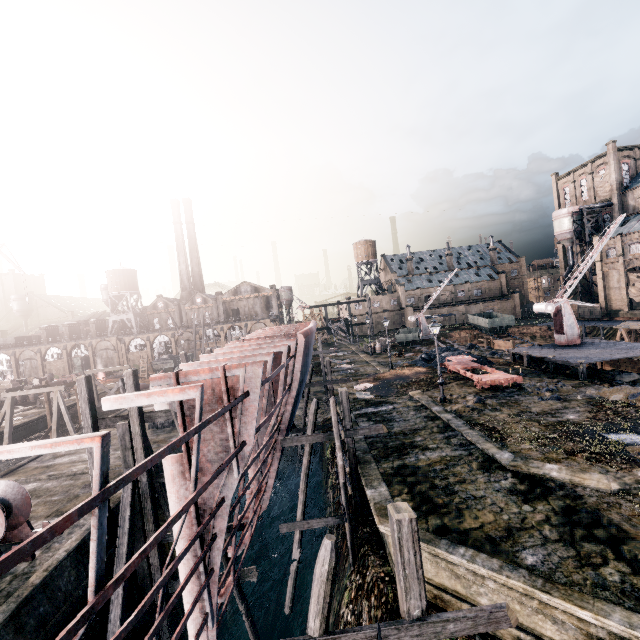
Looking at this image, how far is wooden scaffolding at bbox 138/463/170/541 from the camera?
13.9 meters

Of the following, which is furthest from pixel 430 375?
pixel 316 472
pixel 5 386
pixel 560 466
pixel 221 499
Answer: pixel 5 386

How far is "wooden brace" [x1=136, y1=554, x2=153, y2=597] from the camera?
13.9m

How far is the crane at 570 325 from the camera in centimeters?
3094cm

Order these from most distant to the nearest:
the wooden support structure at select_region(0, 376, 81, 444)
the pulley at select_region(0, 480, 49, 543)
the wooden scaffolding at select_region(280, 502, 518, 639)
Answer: the wooden support structure at select_region(0, 376, 81, 444) < the pulley at select_region(0, 480, 49, 543) < the wooden scaffolding at select_region(280, 502, 518, 639)

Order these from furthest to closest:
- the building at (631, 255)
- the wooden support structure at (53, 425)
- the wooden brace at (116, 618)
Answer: the building at (631, 255)
the wooden support structure at (53, 425)
the wooden brace at (116, 618)

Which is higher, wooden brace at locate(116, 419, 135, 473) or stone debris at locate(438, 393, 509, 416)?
wooden brace at locate(116, 419, 135, 473)

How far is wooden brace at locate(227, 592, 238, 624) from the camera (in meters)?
19.61
